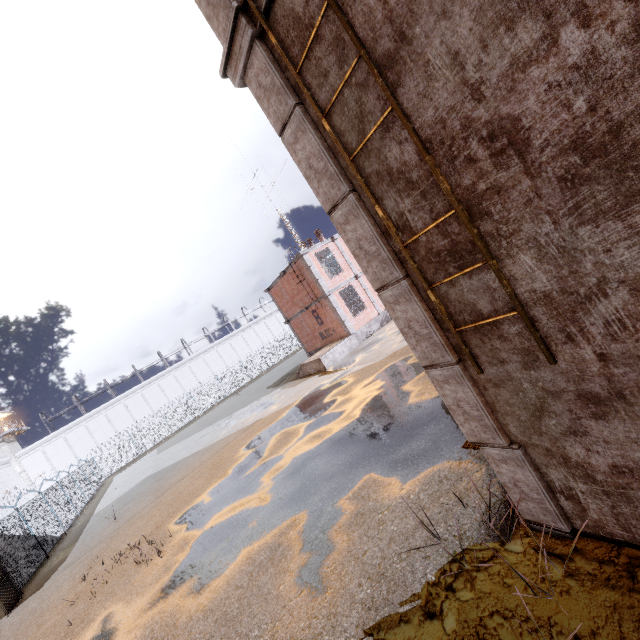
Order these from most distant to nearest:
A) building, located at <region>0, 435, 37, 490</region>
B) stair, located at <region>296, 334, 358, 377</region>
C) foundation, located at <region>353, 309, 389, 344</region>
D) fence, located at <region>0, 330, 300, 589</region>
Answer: building, located at <region>0, 435, 37, 490</region> < foundation, located at <region>353, 309, 389, 344</region> < stair, located at <region>296, 334, 358, 377</region> < fence, located at <region>0, 330, 300, 589</region>

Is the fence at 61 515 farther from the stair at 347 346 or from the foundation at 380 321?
the foundation at 380 321

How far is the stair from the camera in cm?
1959

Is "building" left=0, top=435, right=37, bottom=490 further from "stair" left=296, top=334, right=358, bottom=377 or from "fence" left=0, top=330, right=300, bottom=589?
"stair" left=296, top=334, right=358, bottom=377

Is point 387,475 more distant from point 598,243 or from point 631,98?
point 631,98

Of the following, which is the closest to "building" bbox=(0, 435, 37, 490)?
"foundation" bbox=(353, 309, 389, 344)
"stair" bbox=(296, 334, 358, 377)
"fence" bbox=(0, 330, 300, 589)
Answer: "fence" bbox=(0, 330, 300, 589)

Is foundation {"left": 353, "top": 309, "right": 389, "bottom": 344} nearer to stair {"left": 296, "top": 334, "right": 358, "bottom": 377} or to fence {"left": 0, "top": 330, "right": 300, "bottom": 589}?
stair {"left": 296, "top": 334, "right": 358, "bottom": 377}

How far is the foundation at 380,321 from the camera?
21.2m
